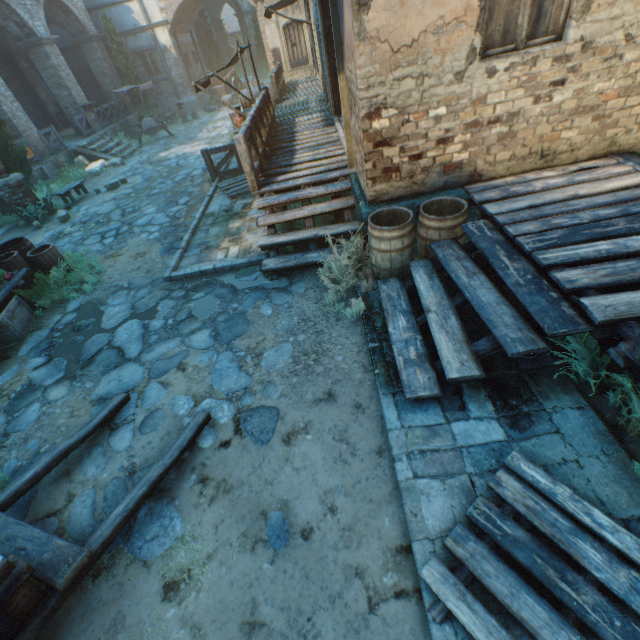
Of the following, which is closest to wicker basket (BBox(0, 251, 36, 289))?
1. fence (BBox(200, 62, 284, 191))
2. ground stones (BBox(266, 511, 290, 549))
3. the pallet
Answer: fence (BBox(200, 62, 284, 191))

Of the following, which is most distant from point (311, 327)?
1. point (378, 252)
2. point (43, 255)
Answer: point (43, 255)

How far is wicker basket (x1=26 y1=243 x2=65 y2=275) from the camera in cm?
667

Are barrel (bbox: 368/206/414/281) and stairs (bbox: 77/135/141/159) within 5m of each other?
no

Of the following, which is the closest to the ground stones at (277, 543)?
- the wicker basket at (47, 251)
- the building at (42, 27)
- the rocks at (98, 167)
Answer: the building at (42, 27)

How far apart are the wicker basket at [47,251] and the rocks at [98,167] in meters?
9.5

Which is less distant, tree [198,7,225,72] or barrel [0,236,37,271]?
barrel [0,236,37,271]

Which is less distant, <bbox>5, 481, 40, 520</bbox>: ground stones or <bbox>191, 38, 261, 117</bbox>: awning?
<bbox>5, 481, 40, 520</bbox>: ground stones
